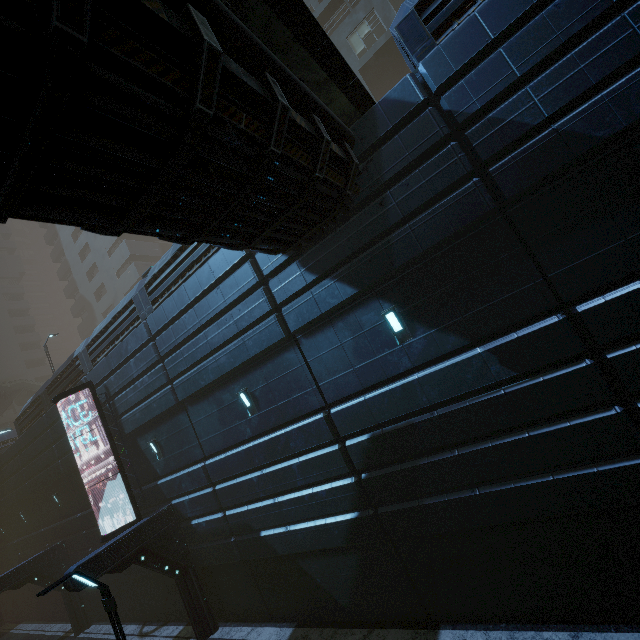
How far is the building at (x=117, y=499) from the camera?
14.8m

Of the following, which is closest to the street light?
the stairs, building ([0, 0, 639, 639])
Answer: building ([0, 0, 639, 639])

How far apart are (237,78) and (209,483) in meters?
12.3 m

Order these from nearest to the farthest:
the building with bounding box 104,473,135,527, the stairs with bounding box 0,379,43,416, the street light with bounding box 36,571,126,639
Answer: the street light with bounding box 36,571,126,639 < the building with bounding box 104,473,135,527 < the stairs with bounding box 0,379,43,416

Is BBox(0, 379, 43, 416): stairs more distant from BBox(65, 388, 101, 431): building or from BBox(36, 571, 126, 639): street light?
BBox(36, 571, 126, 639): street light
